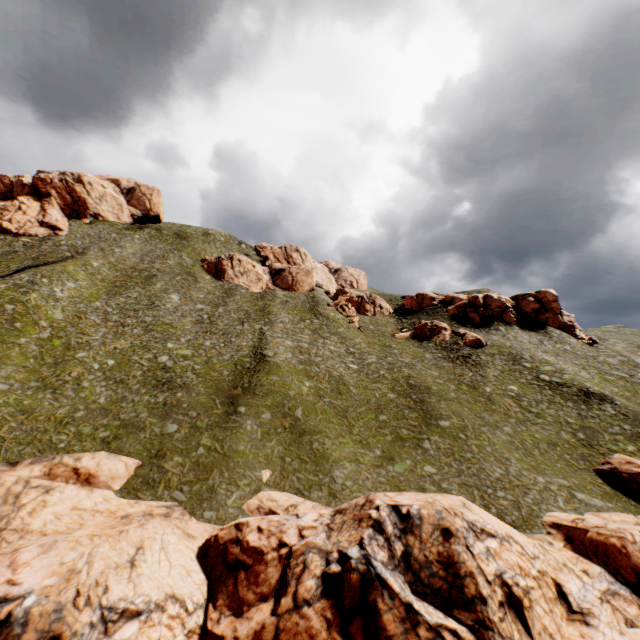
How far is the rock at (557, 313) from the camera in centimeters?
5609cm

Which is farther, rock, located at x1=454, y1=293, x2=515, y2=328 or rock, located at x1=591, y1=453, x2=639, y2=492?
rock, located at x1=454, y1=293, x2=515, y2=328

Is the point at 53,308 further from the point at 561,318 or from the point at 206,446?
the point at 561,318

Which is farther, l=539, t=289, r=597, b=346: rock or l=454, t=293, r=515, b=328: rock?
l=454, t=293, r=515, b=328: rock

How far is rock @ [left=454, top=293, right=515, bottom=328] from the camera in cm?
5703

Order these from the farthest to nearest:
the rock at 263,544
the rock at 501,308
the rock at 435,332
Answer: the rock at 501,308 → the rock at 435,332 → the rock at 263,544

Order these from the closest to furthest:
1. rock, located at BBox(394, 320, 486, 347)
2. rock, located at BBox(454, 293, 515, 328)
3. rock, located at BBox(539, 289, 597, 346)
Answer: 1. rock, located at BBox(394, 320, 486, 347)
2. rock, located at BBox(539, 289, 597, 346)
3. rock, located at BBox(454, 293, 515, 328)
